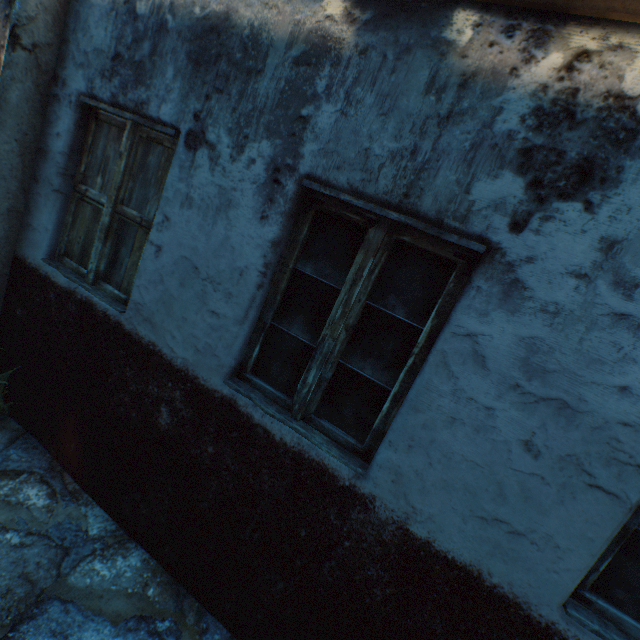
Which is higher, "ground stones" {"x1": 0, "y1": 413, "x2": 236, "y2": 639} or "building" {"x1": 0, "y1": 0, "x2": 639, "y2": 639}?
"building" {"x1": 0, "y1": 0, "x2": 639, "y2": 639}

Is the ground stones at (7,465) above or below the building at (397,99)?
below

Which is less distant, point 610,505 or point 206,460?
point 610,505
